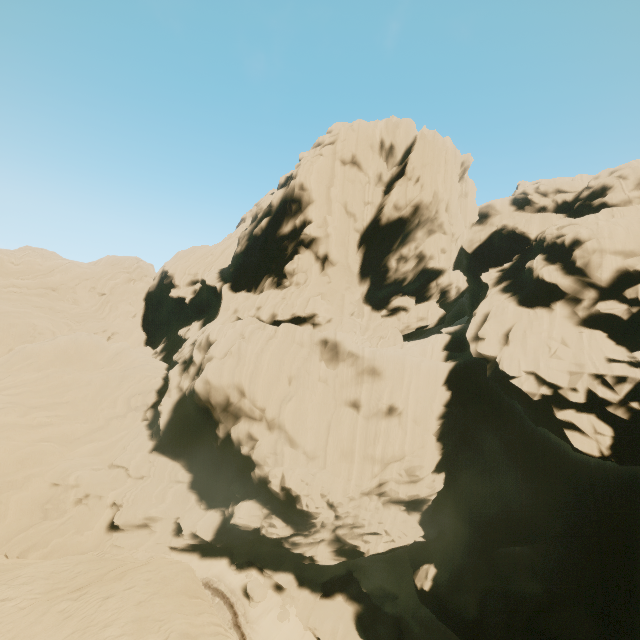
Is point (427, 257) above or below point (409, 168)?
below
